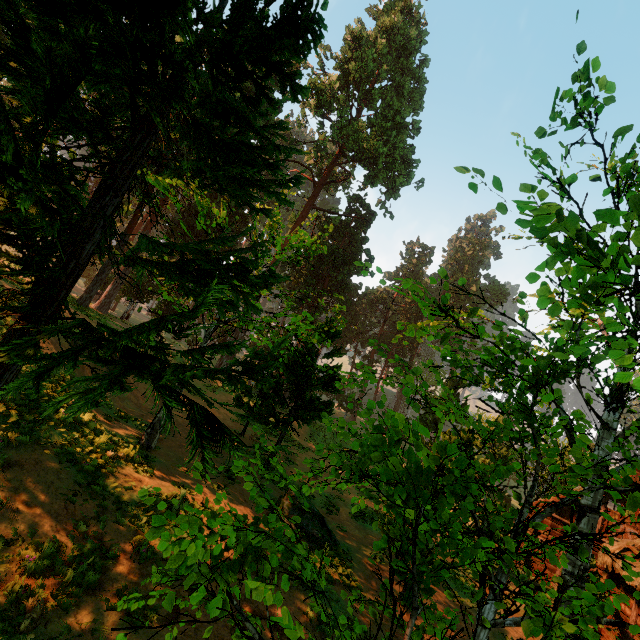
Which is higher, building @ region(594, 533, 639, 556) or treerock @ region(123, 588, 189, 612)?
building @ region(594, 533, 639, 556)

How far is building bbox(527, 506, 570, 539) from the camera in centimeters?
1897cm

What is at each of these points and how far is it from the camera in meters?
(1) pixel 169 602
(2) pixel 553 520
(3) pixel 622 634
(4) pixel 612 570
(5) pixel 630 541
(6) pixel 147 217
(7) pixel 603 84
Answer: (1) treerock, 2.2
(2) building, 19.3
(3) building, 13.2
(4) building, 14.7
(5) building, 14.5
(6) treerock, 6.4
(7) treerock, 4.6

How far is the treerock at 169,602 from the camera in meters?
2.2

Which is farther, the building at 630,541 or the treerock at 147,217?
the building at 630,541

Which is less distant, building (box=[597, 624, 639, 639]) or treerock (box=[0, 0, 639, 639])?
treerock (box=[0, 0, 639, 639])

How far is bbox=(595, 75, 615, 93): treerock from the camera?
4.5m
